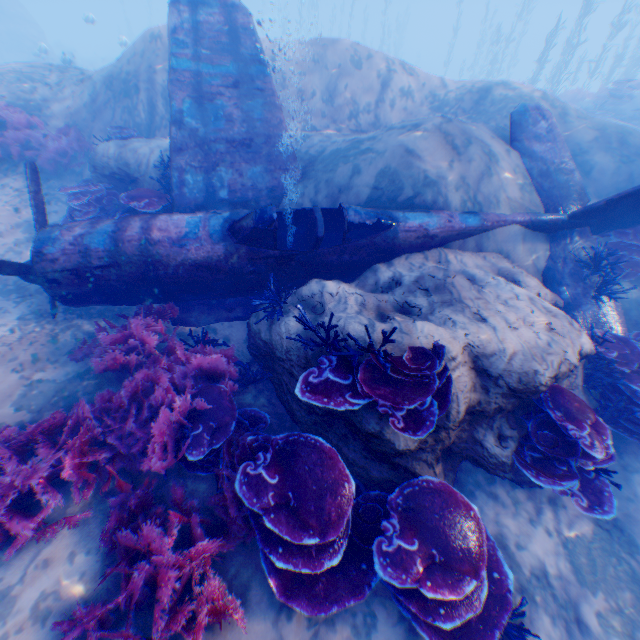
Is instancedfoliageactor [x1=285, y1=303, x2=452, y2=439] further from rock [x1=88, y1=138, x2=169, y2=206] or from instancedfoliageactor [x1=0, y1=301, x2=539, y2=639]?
instancedfoliageactor [x1=0, y1=301, x2=539, y2=639]

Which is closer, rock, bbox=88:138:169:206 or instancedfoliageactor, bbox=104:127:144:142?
rock, bbox=88:138:169:206

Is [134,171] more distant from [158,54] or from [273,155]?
[158,54]

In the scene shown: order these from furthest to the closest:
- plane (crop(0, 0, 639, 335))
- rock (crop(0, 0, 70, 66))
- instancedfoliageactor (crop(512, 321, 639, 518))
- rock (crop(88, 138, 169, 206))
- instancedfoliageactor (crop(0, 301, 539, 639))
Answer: rock (crop(0, 0, 70, 66)) → rock (crop(88, 138, 169, 206)) → plane (crop(0, 0, 639, 335)) → instancedfoliageactor (crop(512, 321, 639, 518)) → instancedfoliageactor (crop(0, 301, 539, 639))

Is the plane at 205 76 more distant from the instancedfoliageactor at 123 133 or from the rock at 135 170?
the instancedfoliageactor at 123 133

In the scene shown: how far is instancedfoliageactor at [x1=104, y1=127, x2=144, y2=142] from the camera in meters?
8.3 m

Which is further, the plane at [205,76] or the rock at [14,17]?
the rock at [14,17]
